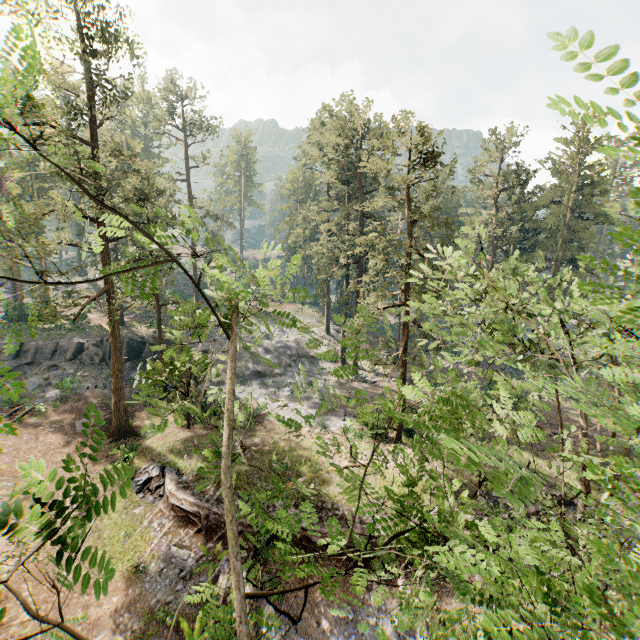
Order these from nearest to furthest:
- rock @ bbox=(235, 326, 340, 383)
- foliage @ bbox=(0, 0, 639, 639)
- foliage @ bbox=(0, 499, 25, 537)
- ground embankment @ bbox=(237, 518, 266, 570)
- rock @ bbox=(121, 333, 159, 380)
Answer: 1. foliage @ bbox=(0, 499, 25, 537)
2. foliage @ bbox=(0, 0, 639, 639)
3. ground embankment @ bbox=(237, 518, 266, 570)
4. rock @ bbox=(121, 333, 159, 380)
5. rock @ bbox=(235, 326, 340, 383)

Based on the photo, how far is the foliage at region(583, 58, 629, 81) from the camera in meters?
2.0 m

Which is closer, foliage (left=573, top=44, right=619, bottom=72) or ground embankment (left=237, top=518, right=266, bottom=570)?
foliage (left=573, top=44, right=619, bottom=72)

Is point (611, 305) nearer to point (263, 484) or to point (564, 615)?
point (564, 615)

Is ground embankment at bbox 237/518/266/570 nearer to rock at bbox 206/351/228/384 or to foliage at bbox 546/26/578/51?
foliage at bbox 546/26/578/51

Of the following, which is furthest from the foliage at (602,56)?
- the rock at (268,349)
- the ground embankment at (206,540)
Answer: the ground embankment at (206,540)

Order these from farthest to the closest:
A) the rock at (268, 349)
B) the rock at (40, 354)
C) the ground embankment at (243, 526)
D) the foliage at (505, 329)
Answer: the rock at (268, 349), the rock at (40, 354), the ground embankment at (243, 526), the foliage at (505, 329)

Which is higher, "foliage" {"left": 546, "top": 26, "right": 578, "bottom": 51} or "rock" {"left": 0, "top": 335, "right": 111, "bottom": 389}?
"foliage" {"left": 546, "top": 26, "right": 578, "bottom": 51}
